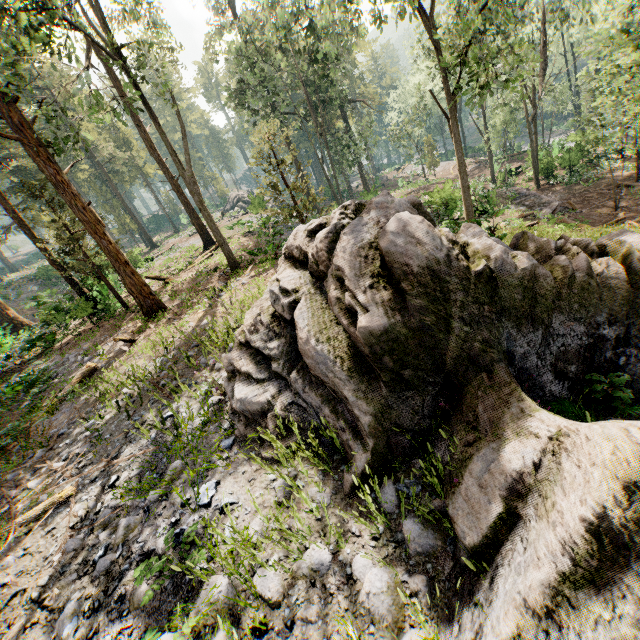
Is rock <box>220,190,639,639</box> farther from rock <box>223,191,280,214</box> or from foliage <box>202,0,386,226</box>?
rock <box>223,191,280,214</box>

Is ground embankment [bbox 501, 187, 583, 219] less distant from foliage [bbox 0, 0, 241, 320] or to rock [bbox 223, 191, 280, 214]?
foliage [bbox 0, 0, 241, 320]

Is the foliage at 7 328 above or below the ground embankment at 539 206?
above

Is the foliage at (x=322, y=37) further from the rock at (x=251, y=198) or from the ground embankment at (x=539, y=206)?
the ground embankment at (x=539, y=206)

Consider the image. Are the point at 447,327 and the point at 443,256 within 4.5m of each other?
yes

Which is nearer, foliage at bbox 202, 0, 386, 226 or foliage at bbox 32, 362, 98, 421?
foliage at bbox 32, 362, 98, 421
